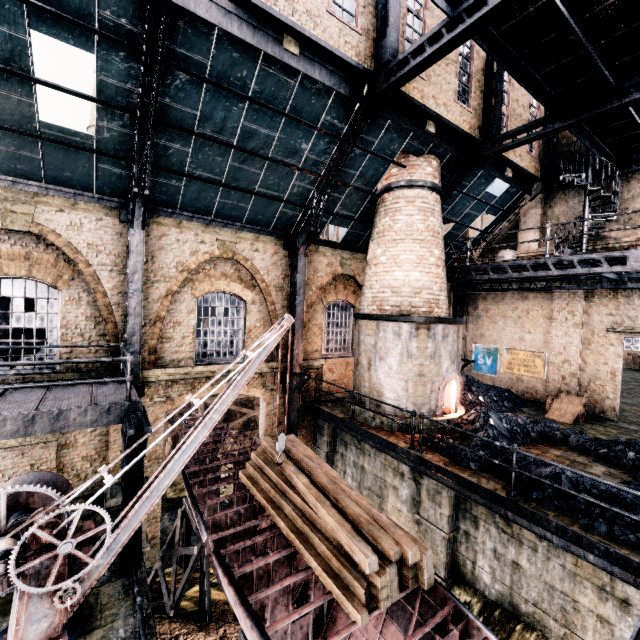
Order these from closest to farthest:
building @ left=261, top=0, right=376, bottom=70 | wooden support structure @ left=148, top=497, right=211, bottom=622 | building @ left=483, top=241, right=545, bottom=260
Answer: building @ left=261, top=0, right=376, bottom=70, wooden support structure @ left=148, top=497, right=211, bottom=622, building @ left=483, top=241, right=545, bottom=260

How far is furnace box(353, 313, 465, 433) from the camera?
11.9m

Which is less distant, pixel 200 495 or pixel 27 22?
pixel 27 22

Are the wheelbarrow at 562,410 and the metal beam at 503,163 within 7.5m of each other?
no

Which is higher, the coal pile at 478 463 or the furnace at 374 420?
the furnace at 374 420

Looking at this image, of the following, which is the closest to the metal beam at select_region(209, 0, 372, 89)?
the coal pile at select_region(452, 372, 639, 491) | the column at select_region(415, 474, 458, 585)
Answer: the coal pile at select_region(452, 372, 639, 491)

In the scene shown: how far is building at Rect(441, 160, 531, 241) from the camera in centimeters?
1494cm

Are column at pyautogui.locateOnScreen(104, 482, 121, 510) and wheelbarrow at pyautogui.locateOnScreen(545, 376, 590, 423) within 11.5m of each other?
no
